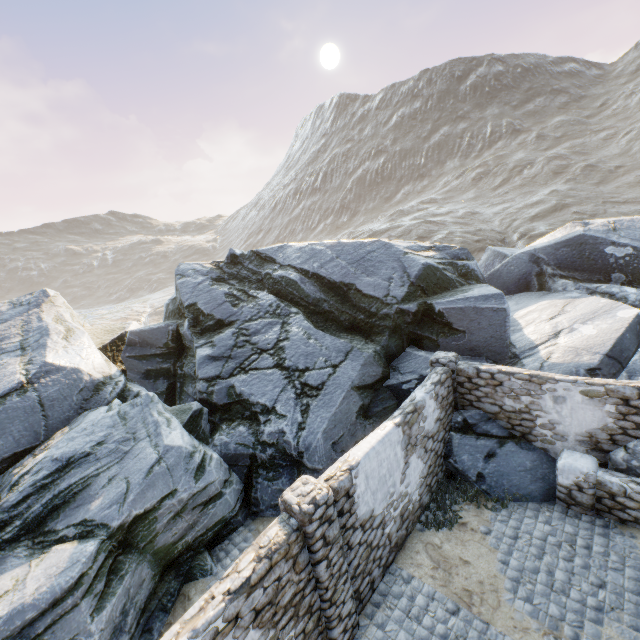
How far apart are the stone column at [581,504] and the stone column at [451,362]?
2.53m

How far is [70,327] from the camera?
13.23m

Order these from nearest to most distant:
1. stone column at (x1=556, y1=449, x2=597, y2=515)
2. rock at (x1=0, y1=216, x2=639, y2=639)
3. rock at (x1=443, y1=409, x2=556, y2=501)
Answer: rock at (x1=0, y1=216, x2=639, y2=639)
stone column at (x1=556, y1=449, x2=597, y2=515)
rock at (x1=443, y1=409, x2=556, y2=501)

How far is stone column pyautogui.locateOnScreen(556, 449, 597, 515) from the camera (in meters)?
7.25

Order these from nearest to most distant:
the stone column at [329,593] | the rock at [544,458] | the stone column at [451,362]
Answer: the stone column at [329,593] → the rock at [544,458] → the stone column at [451,362]

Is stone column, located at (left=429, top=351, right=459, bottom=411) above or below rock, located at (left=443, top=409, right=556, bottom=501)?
above

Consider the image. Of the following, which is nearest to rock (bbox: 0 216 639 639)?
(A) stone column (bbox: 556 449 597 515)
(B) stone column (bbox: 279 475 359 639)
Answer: (A) stone column (bbox: 556 449 597 515)
